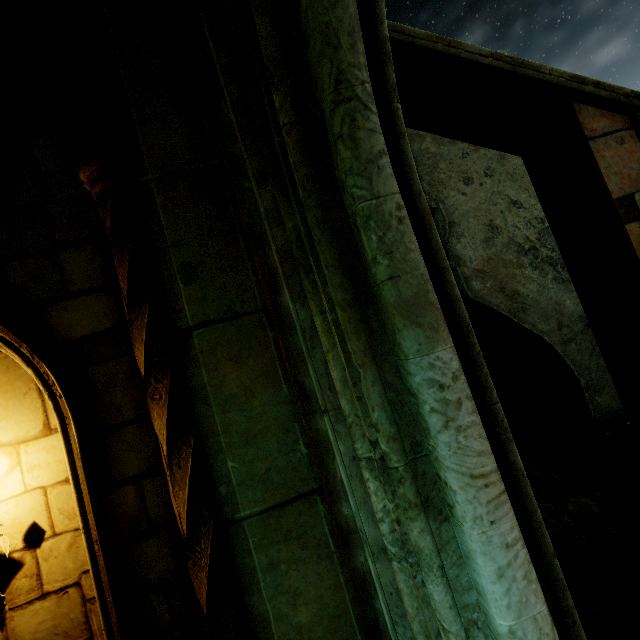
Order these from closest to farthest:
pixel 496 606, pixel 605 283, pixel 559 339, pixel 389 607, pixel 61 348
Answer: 1. pixel 496 606
2. pixel 389 607
3. pixel 61 348
4. pixel 605 283
5. pixel 559 339

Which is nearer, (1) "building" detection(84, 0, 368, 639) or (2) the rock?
(1) "building" detection(84, 0, 368, 639)

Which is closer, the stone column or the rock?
the stone column

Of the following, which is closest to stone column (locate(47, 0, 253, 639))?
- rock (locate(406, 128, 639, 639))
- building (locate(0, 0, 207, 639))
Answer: building (locate(0, 0, 207, 639))

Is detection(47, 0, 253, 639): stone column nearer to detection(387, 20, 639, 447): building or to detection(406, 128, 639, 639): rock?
detection(387, 20, 639, 447): building

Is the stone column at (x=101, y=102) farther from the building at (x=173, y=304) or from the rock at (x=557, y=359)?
the rock at (x=557, y=359)
